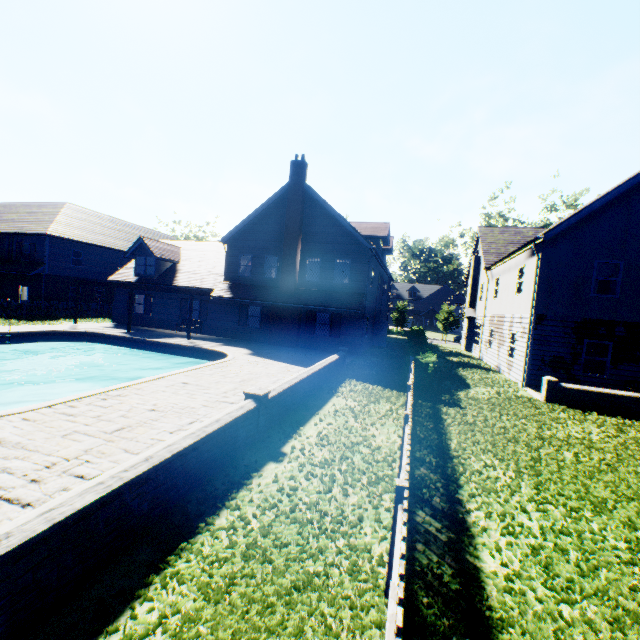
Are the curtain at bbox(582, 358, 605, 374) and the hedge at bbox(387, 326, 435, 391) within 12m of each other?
yes

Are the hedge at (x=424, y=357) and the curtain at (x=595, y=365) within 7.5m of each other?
yes

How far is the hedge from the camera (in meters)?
12.85

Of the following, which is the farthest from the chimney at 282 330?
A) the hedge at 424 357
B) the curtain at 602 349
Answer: the curtain at 602 349

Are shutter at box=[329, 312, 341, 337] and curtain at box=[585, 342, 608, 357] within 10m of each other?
no

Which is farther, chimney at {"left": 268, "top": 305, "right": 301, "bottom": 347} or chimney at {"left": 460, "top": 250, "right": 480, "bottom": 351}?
chimney at {"left": 460, "top": 250, "right": 480, "bottom": 351}

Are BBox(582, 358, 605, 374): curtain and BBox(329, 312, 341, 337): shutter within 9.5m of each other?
no

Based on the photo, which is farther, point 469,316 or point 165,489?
point 469,316
